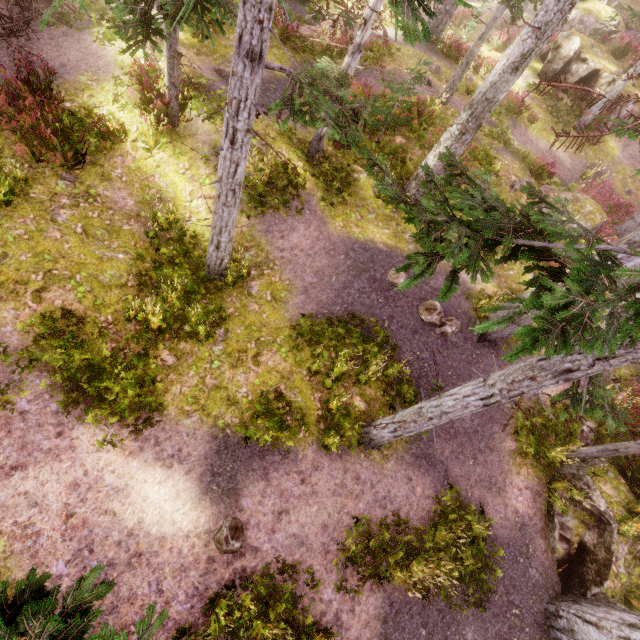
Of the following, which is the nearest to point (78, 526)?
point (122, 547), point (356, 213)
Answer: point (122, 547)

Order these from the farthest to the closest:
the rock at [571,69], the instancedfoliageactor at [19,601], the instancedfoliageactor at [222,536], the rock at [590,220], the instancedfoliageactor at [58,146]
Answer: the rock at [571,69]
the rock at [590,220]
the instancedfoliageactor at [58,146]
the instancedfoliageactor at [222,536]
the instancedfoliageactor at [19,601]

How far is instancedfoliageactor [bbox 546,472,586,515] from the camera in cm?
871

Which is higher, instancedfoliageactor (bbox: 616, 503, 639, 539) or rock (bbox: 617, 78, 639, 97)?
rock (bbox: 617, 78, 639, 97)

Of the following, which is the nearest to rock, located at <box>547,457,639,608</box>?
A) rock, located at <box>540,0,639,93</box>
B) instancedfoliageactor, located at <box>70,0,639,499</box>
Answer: instancedfoliageactor, located at <box>70,0,639,499</box>

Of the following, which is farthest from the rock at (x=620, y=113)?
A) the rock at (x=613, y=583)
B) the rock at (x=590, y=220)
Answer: the rock at (x=613, y=583)

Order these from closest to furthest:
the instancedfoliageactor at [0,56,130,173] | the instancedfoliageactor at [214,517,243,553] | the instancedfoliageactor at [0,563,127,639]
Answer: the instancedfoliageactor at [0,563,127,639] → the instancedfoliageactor at [214,517,243,553] → the instancedfoliageactor at [0,56,130,173]
